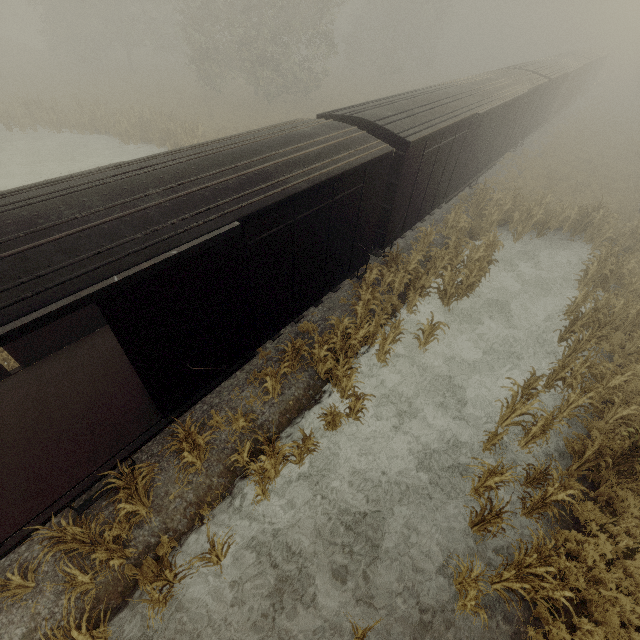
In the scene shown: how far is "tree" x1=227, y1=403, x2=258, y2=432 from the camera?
7.36m

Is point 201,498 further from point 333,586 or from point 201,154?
point 201,154

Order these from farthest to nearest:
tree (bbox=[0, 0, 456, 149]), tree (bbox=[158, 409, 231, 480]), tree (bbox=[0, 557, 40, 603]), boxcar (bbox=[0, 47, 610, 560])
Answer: tree (bbox=[0, 0, 456, 149]), tree (bbox=[158, 409, 231, 480]), tree (bbox=[0, 557, 40, 603]), boxcar (bbox=[0, 47, 610, 560])

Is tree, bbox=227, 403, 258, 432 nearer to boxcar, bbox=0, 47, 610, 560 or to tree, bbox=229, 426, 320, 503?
boxcar, bbox=0, 47, 610, 560

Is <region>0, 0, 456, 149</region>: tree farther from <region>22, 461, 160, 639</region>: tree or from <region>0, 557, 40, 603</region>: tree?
<region>0, 557, 40, 603</region>: tree

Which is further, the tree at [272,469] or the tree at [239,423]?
the tree at [239,423]

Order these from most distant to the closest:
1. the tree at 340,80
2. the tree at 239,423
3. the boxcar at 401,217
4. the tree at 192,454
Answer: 1. the tree at 340,80
2. the tree at 239,423
3. the tree at 192,454
4. the boxcar at 401,217
